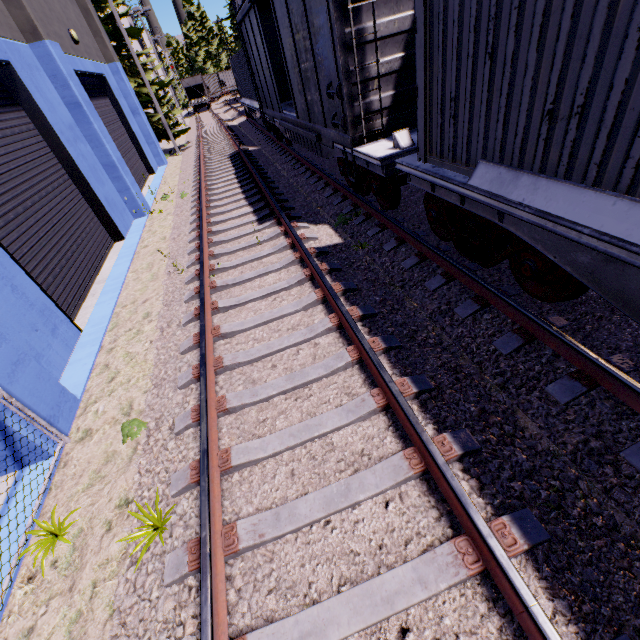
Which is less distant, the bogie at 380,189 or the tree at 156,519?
the tree at 156,519

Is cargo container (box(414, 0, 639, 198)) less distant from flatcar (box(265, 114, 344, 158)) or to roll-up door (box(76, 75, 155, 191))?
flatcar (box(265, 114, 344, 158))

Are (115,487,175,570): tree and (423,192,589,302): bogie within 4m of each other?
no

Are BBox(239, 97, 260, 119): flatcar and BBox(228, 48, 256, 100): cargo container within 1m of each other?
yes

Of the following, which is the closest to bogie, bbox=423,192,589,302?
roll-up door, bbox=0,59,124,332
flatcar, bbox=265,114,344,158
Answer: flatcar, bbox=265,114,344,158

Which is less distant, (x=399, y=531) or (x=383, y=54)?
(x=399, y=531)

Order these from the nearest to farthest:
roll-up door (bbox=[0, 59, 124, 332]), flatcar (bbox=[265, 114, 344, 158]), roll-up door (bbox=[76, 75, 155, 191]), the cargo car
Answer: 1. the cargo car
2. roll-up door (bbox=[0, 59, 124, 332])
3. flatcar (bbox=[265, 114, 344, 158])
4. roll-up door (bbox=[76, 75, 155, 191])

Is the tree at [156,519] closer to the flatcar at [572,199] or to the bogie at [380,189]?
the flatcar at [572,199]
